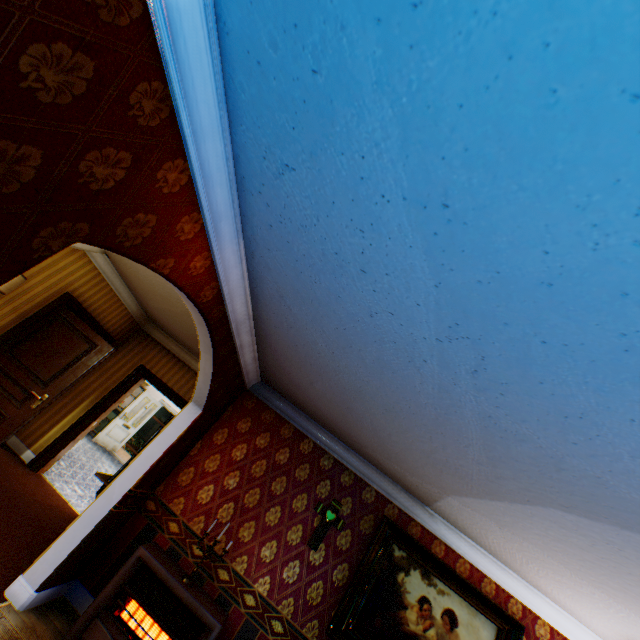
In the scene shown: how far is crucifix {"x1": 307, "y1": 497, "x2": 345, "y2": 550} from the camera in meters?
4.1 m

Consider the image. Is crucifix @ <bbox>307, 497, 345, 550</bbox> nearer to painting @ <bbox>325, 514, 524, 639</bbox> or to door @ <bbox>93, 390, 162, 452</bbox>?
painting @ <bbox>325, 514, 524, 639</bbox>

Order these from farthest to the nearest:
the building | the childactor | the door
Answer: the door, the childactor, the building

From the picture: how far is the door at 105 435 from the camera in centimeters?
1087cm

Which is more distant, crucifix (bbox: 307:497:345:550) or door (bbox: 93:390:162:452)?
door (bbox: 93:390:162:452)

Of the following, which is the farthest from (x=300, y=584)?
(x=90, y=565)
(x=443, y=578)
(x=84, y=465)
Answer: (x=84, y=465)

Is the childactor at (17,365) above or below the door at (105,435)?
above

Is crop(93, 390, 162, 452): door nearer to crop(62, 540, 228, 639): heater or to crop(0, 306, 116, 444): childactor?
crop(0, 306, 116, 444): childactor
